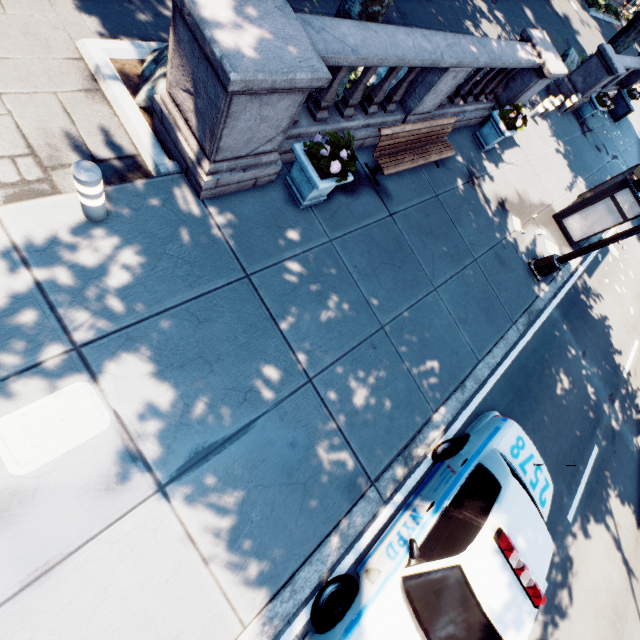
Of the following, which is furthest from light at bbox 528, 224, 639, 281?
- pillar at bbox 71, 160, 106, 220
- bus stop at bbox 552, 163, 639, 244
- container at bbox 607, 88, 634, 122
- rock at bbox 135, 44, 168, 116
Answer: container at bbox 607, 88, 634, 122

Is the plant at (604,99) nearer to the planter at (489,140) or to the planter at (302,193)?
the planter at (489,140)

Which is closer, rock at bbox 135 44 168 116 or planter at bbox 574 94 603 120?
rock at bbox 135 44 168 116

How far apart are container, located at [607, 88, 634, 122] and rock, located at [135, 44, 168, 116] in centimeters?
2426cm

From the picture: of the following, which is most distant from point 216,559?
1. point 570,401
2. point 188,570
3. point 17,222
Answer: point 570,401

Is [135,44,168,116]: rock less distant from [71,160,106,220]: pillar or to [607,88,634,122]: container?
[71,160,106,220]: pillar

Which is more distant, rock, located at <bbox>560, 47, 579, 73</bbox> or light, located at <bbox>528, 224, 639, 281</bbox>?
rock, located at <bbox>560, 47, 579, 73</bbox>

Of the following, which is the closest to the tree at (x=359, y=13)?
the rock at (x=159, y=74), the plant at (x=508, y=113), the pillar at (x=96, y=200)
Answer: the rock at (x=159, y=74)
